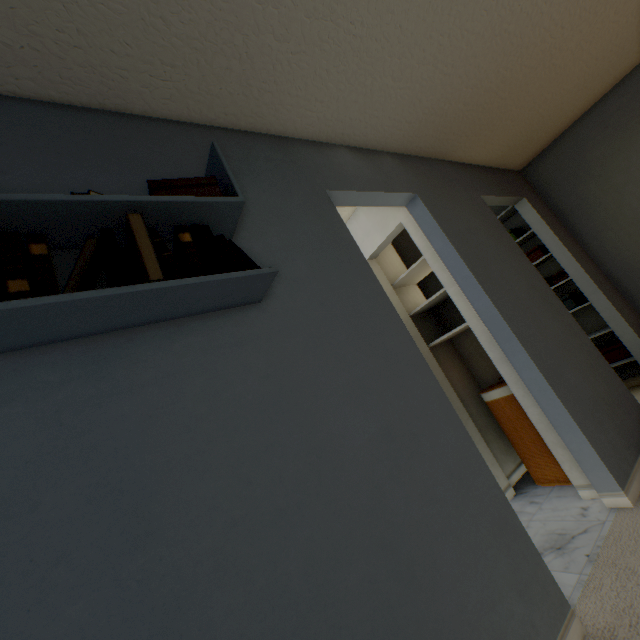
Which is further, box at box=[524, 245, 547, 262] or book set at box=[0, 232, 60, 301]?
box at box=[524, 245, 547, 262]

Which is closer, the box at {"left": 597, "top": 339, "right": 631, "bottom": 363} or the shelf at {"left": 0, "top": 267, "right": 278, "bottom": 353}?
the shelf at {"left": 0, "top": 267, "right": 278, "bottom": 353}

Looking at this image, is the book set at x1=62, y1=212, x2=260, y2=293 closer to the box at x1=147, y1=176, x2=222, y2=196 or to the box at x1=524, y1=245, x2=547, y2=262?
the box at x1=147, y1=176, x2=222, y2=196

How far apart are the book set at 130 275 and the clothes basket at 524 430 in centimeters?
205cm

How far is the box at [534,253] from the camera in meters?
3.4 m

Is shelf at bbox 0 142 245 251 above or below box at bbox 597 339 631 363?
above

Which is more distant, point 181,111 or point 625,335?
point 625,335

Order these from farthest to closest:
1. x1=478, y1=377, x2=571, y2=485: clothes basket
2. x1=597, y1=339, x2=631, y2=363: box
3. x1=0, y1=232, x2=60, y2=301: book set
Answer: x1=597, y1=339, x2=631, y2=363: box, x1=478, y1=377, x2=571, y2=485: clothes basket, x1=0, y1=232, x2=60, y2=301: book set
